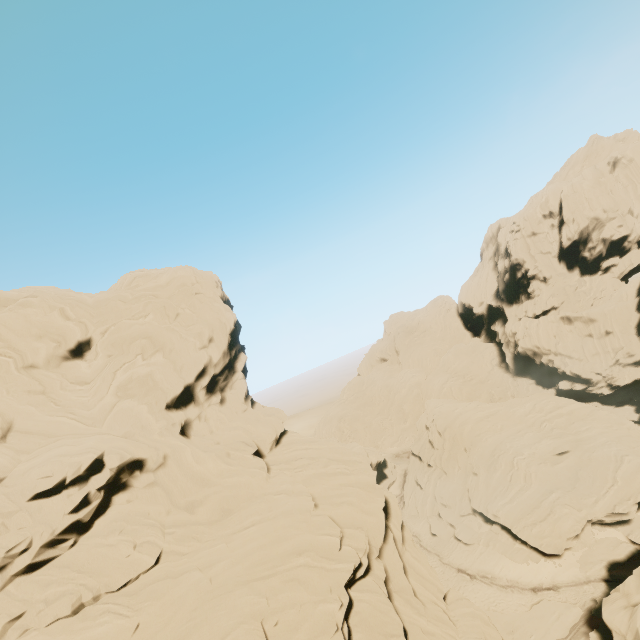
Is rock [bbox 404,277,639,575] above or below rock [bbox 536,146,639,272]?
below

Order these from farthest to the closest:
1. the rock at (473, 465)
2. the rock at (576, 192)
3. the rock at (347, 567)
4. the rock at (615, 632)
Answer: the rock at (576, 192)
the rock at (473, 465)
the rock at (615, 632)
the rock at (347, 567)

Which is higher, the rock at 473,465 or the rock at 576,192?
the rock at 576,192

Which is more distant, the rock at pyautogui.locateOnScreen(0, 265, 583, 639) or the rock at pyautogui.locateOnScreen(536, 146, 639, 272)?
the rock at pyautogui.locateOnScreen(536, 146, 639, 272)

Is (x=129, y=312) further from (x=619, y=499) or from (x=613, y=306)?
(x=613, y=306)
